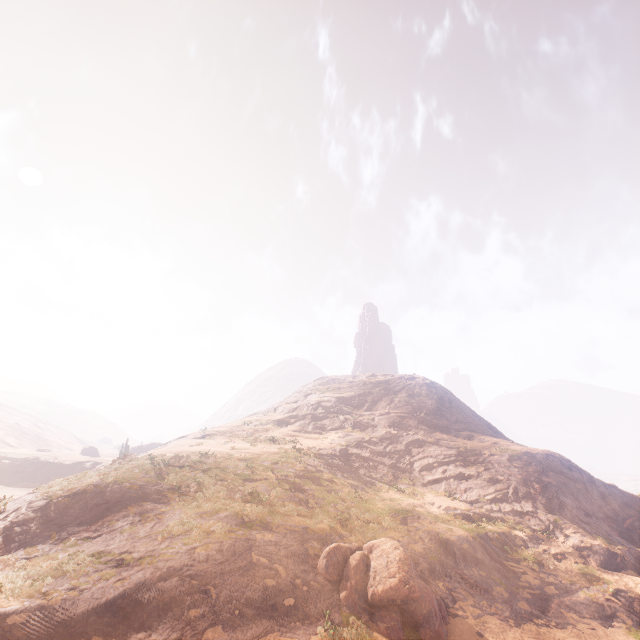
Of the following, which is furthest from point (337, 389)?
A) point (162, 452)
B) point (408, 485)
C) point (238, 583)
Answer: point (238, 583)

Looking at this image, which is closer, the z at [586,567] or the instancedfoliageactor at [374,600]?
the z at [586,567]

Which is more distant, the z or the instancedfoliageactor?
the instancedfoliageactor
